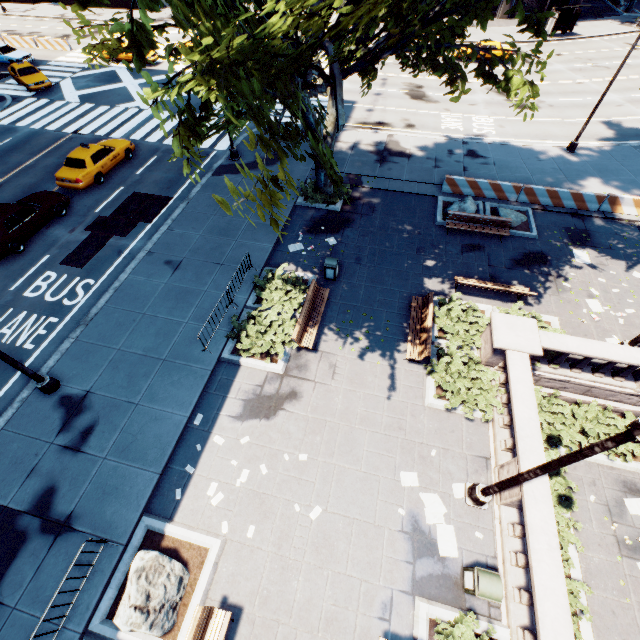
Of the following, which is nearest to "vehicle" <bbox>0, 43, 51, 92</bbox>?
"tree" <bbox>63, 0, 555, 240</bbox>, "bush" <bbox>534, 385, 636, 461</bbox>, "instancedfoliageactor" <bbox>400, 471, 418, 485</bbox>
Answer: "tree" <bbox>63, 0, 555, 240</bbox>

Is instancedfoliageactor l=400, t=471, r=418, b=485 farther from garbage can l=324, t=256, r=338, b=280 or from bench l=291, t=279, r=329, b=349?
garbage can l=324, t=256, r=338, b=280

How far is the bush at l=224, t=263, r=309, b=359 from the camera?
11.8 meters

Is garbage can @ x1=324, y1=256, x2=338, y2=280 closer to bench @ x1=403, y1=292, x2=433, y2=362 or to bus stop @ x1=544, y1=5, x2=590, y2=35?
bench @ x1=403, y1=292, x2=433, y2=362

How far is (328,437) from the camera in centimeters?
1018cm

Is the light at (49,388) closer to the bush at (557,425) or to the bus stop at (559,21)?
the bush at (557,425)

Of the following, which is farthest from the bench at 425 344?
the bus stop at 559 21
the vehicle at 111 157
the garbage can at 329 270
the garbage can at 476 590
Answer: the bus stop at 559 21

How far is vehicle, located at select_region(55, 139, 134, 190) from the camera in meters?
17.8
